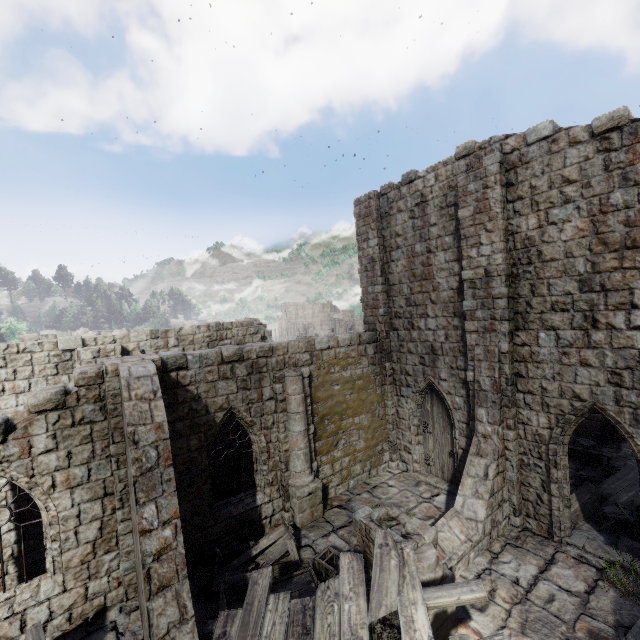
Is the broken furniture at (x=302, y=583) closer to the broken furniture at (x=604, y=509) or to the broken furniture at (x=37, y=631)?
the broken furniture at (x=37, y=631)

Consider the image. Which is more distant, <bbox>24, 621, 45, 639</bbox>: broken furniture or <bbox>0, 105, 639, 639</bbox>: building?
<bbox>0, 105, 639, 639</bbox>: building

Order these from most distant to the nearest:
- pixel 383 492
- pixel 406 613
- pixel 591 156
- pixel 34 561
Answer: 1. pixel 383 492
2. pixel 34 561
3. pixel 591 156
4. pixel 406 613

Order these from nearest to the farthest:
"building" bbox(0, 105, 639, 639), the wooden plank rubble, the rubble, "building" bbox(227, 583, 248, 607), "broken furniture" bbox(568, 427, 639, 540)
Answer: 1. the wooden plank rubble
2. the rubble
3. "building" bbox(0, 105, 639, 639)
4. "building" bbox(227, 583, 248, 607)
5. "broken furniture" bbox(568, 427, 639, 540)

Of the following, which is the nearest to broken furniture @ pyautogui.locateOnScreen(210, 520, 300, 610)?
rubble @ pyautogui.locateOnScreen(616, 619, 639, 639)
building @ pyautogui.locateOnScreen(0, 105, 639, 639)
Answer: building @ pyautogui.locateOnScreen(0, 105, 639, 639)

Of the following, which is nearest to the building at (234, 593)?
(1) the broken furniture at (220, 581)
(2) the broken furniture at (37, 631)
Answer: (1) the broken furniture at (220, 581)

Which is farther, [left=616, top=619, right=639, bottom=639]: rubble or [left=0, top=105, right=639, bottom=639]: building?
[left=0, top=105, right=639, bottom=639]: building

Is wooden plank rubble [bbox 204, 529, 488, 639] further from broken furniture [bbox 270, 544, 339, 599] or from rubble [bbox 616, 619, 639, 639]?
rubble [bbox 616, 619, 639, 639]
